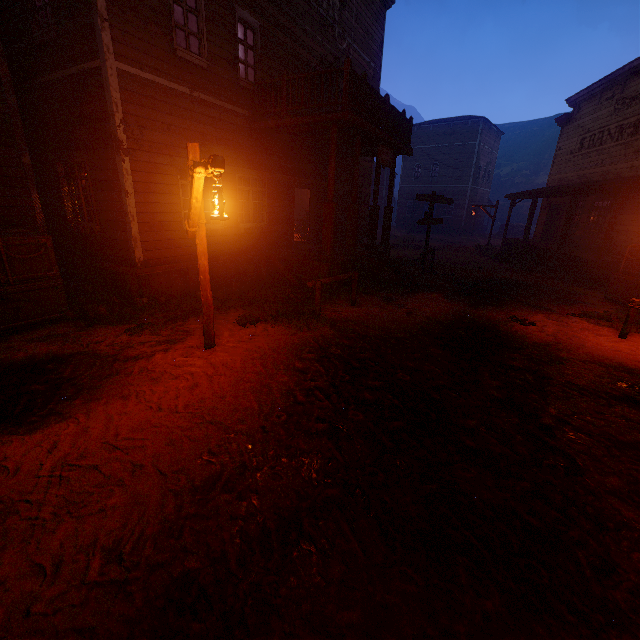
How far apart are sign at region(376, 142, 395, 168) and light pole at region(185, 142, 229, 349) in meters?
6.6

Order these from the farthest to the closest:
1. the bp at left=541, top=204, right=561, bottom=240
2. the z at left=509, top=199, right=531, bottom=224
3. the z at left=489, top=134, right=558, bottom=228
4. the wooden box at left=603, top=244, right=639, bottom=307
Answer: the z at left=489, top=134, right=558, bottom=228, the z at left=509, top=199, right=531, bottom=224, the bp at left=541, top=204, right=561, bottom=240, the wooden box at left=603, top=244, right=639, bottom=307

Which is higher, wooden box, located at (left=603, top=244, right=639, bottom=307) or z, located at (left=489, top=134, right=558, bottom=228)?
z, located at (left=489, top=134, right=558, bottom=228)

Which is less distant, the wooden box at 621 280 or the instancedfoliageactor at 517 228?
the wooden box at 621 280

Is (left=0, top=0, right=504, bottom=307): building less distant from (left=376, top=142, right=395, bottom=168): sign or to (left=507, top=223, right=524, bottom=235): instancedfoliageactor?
(left=376, top=142, right=395, bottom=168): sign

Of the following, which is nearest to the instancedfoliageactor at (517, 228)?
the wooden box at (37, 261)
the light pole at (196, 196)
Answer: the light pole at (196, 196)

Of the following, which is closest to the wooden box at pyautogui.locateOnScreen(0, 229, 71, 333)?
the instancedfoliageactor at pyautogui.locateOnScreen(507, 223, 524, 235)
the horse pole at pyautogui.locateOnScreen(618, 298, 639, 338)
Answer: the horse pole at pyautogui.locateOnScreen(618, 298, 639, 338)

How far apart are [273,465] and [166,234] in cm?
671
